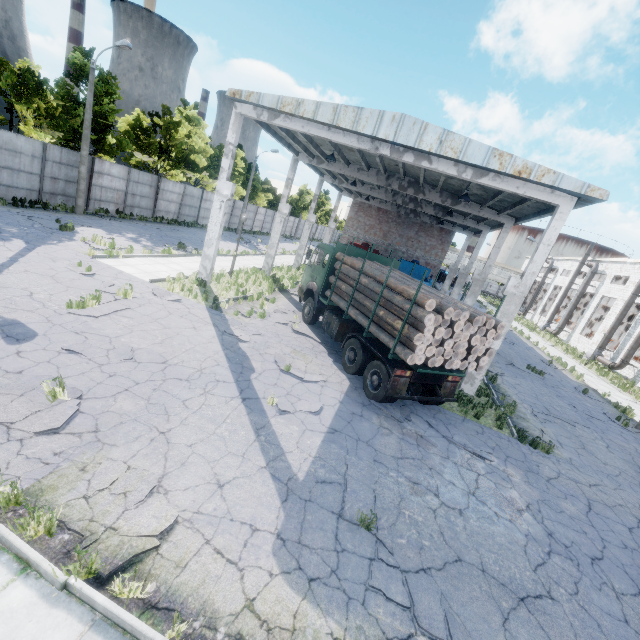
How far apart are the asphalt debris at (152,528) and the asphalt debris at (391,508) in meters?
2.6

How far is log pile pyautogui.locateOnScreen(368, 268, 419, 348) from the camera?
8.9 meters

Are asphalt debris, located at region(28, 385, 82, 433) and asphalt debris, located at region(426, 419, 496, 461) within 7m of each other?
no

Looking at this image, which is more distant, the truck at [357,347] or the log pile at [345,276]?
the log pile at [345,276]

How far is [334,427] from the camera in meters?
8.0

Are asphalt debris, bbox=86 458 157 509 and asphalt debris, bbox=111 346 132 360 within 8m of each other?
yes

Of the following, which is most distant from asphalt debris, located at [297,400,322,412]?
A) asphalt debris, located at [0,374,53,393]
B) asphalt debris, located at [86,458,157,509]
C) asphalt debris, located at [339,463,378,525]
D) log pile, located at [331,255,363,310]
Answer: asphalt debris, located at [0,374,53,393]

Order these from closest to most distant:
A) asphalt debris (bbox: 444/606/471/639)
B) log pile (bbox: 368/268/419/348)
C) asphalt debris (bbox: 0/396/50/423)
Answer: asphalt debris (bbox: 444/606/471/639)
asphalt debris (bbox: 0/396/50/423)
log pile (bbox: 368/268/419/348)
